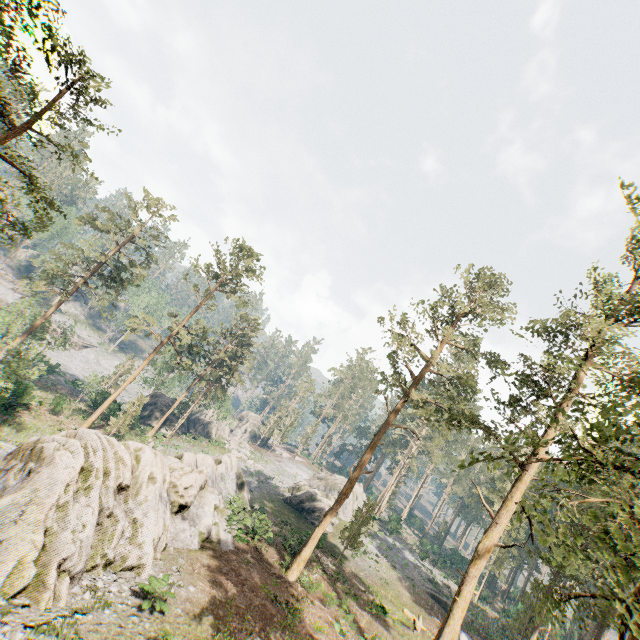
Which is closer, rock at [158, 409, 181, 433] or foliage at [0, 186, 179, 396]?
foliage at [0, 186, 179, 396]

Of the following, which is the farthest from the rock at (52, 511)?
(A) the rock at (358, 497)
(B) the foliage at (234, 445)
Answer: (B) the foliage at (234, 445)

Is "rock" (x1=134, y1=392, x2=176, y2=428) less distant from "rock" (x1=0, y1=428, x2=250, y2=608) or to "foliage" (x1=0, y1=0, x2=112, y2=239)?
"foliage" (x1=0, y1=0, x2=112, y2=239)

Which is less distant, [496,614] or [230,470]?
[230,470]

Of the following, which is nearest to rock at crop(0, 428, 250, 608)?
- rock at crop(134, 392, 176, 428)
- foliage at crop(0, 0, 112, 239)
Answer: foliage at crop(0, 0, 112, 239)

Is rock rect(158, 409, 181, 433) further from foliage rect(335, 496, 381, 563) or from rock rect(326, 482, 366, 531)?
rock rect(326, 482, 366, 531)

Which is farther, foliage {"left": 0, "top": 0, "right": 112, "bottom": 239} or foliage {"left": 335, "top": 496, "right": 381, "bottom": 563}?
foliage {"left": 335, "top": 496, "right": 381, "bottom": 563}

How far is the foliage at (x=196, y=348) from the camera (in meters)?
35.03
